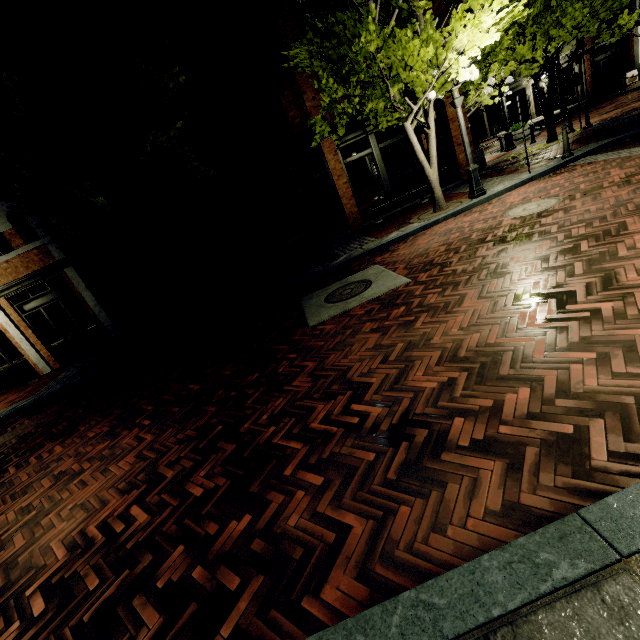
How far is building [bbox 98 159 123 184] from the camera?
11.4m

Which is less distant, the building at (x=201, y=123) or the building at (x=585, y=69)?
the building at (x=201, y=123)

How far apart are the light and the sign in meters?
7.2 m

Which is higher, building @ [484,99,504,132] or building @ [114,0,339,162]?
building @ [114,0,339,162]

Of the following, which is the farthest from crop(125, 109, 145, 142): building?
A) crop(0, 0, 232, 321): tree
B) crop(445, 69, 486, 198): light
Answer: crop(445, 69, 486, 198): light

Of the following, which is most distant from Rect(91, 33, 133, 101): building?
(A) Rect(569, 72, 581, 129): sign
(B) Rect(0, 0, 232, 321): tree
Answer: (A) Rect(569, 72, 581, 129): sign

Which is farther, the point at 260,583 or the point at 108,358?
the point at 108,358

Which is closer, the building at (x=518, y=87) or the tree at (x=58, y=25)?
the tree at (x=58, y=25)
